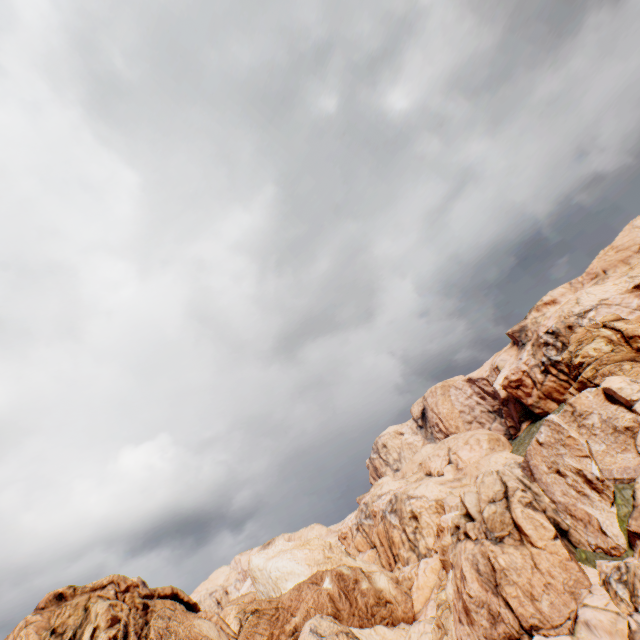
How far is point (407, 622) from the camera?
45.8 meters
